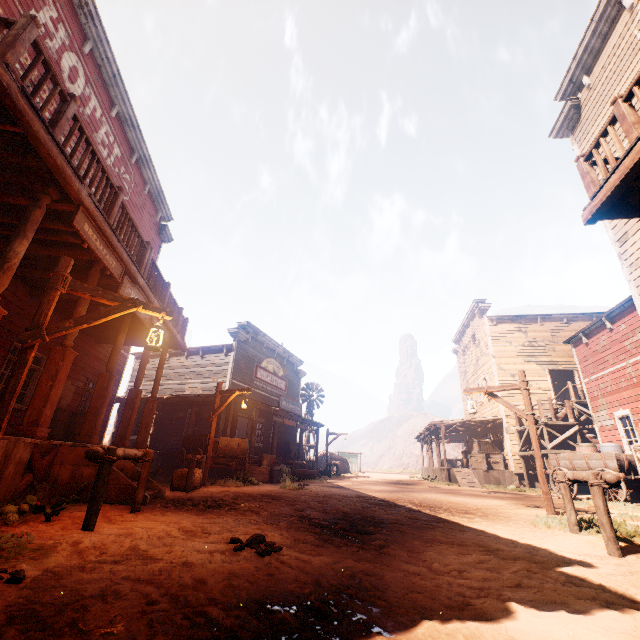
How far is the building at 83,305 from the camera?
6.6m

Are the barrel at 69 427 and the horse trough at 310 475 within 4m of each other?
no

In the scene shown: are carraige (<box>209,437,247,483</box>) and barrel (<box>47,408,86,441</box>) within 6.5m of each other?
yes

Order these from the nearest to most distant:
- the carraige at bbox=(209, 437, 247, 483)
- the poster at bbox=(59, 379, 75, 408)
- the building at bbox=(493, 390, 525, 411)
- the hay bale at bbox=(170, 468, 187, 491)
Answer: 1. the hay bale at bbox=(170, 468, 187, 491)
2. the poster at bbox=(59, 379, 75, 408)
3. the carraige at bbox=(209, 437, 247, 483)
4. the building at bbox=(493, 390, 525, 411)

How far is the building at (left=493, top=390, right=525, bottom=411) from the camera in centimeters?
2061cm

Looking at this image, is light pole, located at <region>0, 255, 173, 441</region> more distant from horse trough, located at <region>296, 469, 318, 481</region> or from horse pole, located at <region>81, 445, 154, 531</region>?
horse trough, located at <region>296, 469, 318, 481</region>

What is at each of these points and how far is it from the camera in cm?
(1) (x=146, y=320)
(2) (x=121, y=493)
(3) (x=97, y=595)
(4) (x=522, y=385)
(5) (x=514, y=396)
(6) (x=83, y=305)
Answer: (1) sign, 848
(2) building, 583
(3) z, 209
(4) light pole, 855
(5) building, 2089
(6) building, 660

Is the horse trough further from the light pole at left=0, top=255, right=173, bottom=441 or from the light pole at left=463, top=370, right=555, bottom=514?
the light pole at left=0, top=255, right=173, bottom=441
